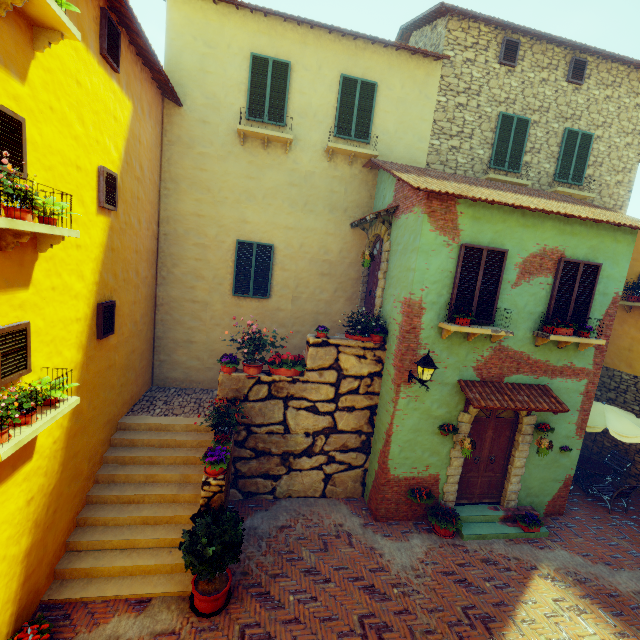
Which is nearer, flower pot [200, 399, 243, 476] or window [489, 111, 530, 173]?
flower pot [200, 399, 243, 476]

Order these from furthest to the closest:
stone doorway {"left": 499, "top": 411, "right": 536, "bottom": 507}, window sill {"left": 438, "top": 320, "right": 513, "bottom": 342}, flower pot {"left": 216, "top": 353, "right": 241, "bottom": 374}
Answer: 1. stone doorway {"left": 499, "top": 411, "right": 536, "bottom": 507}
2. flower pot {"left": 216, "top": 353, "right": 241, "bottom": 374}
3. window sill {"left": 438, "top": 320, "right": 513, "bottom": 342}

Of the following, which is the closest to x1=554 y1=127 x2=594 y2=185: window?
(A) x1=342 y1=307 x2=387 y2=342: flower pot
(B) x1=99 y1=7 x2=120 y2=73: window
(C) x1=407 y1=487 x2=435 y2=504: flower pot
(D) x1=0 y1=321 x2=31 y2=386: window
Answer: (B) x1=99 y1=7 x2=120 y2=73: window

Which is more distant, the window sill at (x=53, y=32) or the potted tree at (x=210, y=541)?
the potted tree at (x=210, y=541)

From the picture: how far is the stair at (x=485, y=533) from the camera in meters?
7.7 m

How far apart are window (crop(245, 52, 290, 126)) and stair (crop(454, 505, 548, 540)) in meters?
11.2 m

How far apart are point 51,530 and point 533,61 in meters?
16.8

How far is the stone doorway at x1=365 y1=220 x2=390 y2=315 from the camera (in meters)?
8.37
